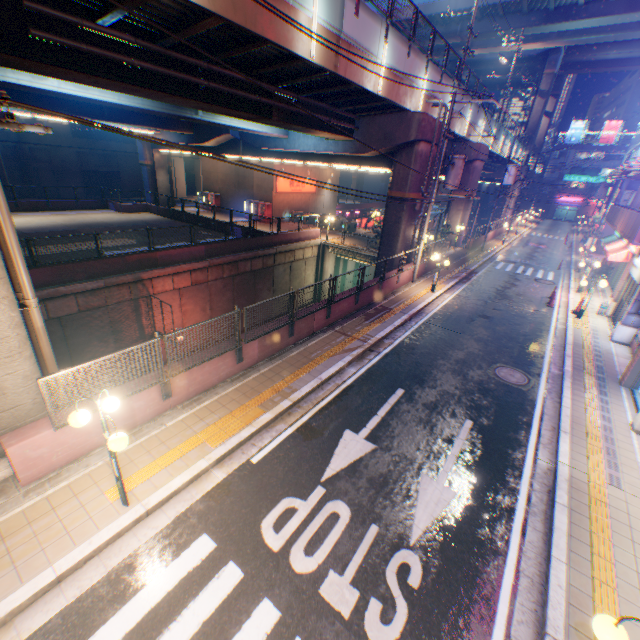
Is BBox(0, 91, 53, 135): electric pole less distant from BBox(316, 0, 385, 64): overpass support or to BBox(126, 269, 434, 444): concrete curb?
BBox(126, 269, 434, 444): concrete curb

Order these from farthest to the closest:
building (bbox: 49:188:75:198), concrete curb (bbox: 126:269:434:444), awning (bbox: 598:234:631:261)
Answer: building (bbox: 49:188:75:198) < awning (bbox: 598:234:631:261) < concrete curb (bbox: 126:269:434:444)

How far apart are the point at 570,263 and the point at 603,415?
27.0 meters

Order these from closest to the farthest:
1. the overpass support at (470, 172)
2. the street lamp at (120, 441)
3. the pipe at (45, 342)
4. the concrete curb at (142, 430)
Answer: the street lamp at (120, 441)
the pipe at (45, 342)
the concrete curb at (142, 430)
the overpass support at (470, 172)

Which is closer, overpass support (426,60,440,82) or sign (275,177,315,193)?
overpass support (426,60,440,82)

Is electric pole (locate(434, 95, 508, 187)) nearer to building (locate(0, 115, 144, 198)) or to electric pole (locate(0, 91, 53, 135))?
A: electric pole (locate(0, 91, 53, 135))

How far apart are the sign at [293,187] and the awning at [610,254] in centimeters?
2782cm

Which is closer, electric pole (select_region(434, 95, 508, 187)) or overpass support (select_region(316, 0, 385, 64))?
overpass support (select_region(316, 0, 385, 64))
